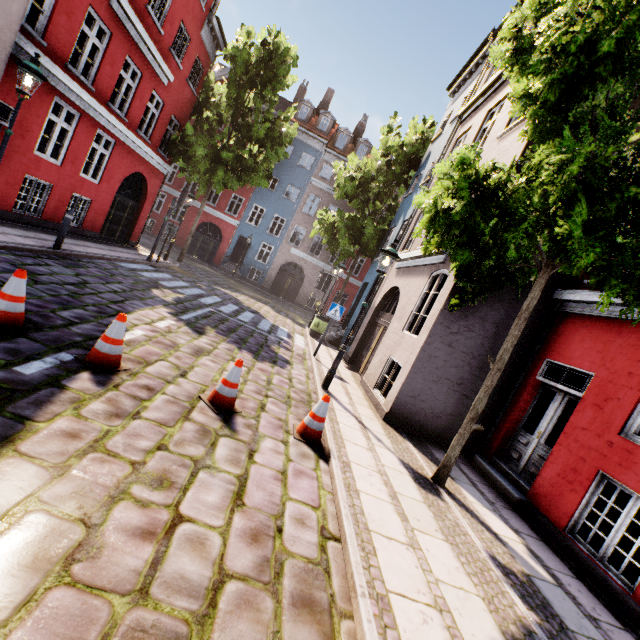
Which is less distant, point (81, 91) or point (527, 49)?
point (527, 49)

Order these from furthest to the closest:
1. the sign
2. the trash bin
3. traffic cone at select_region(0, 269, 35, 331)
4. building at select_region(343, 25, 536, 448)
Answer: the trash bin, the sign, building at select_region(343, 25, 536, 448), traffic cone at select_region(0, 269, 35, 331)

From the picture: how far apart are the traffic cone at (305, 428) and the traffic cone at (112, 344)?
2.5 meters

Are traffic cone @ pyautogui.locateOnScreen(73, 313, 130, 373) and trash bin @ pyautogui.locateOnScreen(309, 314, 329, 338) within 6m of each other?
no

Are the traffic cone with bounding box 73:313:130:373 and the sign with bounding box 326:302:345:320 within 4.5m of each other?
no

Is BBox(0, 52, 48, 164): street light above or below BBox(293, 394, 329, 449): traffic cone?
above

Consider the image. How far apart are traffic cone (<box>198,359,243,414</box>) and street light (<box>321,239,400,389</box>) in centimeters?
305cm

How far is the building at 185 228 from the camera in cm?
2772
